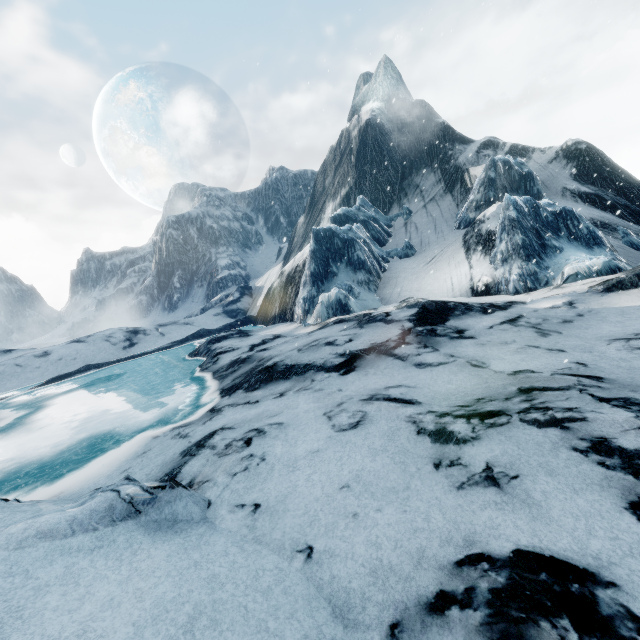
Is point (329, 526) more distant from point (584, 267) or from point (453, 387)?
point (584, 267)
